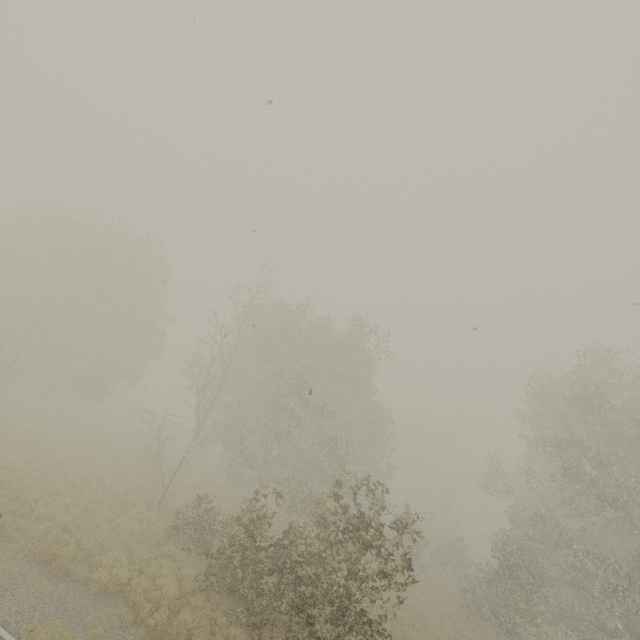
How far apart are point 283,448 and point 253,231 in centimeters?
2222cm
